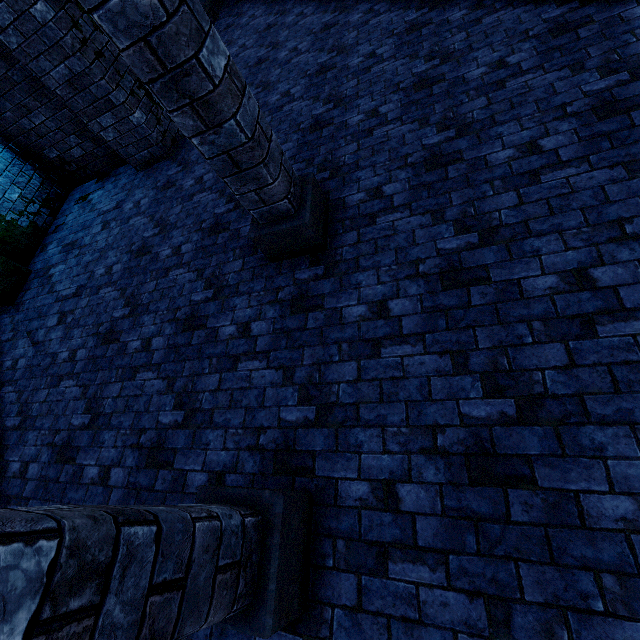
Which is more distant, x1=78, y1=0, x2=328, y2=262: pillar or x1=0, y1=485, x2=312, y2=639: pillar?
x1=78, y1=0, x2=328, y2=262: pillar

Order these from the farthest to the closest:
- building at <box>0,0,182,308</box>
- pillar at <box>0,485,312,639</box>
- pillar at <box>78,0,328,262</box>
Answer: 1. building at <box>0,0,182,308</box>
2. pillar at <box>78,0,328,262</box>
3. pillar at <box>0,485,312,639</box>

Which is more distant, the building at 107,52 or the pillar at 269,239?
the building at 107,52

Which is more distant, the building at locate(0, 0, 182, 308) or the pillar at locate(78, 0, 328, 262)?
the building at locate(0, 0, 182, 308)

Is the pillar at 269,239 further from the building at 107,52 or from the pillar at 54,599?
the pillar at 54,599

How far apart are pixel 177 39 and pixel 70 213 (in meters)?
7.13

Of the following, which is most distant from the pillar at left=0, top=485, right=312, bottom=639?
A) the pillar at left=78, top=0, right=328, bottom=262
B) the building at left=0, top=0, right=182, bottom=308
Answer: the pillar at left=78, top=0, right=328, bottom=262
